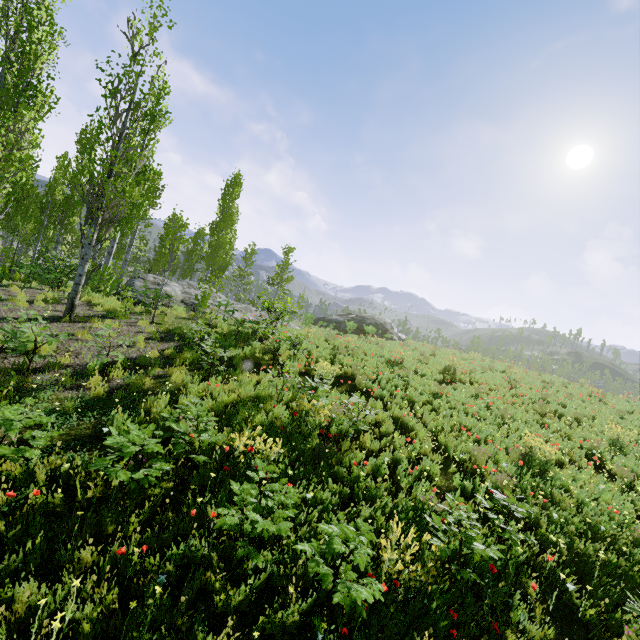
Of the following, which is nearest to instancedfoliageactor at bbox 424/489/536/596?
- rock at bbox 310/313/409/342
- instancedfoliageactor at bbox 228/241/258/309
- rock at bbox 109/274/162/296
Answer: rock at bbox 109/274/162/296

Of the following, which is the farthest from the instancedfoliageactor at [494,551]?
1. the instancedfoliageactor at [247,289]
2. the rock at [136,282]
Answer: the instancedfoliageactor at [247,289]

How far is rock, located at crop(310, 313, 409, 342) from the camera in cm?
3247

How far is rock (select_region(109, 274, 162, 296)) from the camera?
16.1m

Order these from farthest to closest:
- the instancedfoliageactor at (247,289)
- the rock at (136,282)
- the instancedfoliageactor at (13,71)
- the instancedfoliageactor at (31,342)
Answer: the instancedfoliageactor at (247,289) → the rock at (136,282) → the instancedfoliageactor at (13,71) → the instancedfoliageactor at (31,342)

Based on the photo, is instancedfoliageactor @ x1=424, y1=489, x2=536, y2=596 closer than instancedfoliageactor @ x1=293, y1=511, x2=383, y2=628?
No

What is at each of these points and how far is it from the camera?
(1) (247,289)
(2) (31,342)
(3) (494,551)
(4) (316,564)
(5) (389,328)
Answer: (1) instancedfoliageactor, 40.2 meters
(2) instancedfoliageactor, 6.2 meters
(3) instancedfoliageactor, 3.8 meters
(4) instancedfoliageactor, 3.2 meters
(5) rock, 34.1 meters
